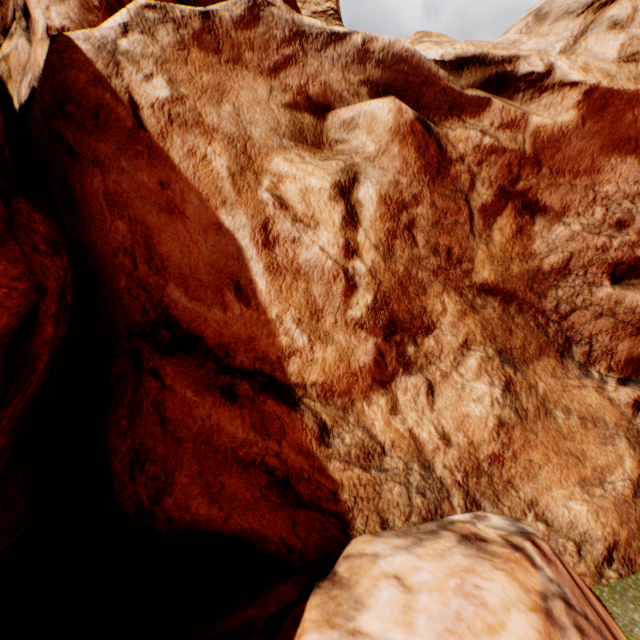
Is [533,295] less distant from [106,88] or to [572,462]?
[572,462]
